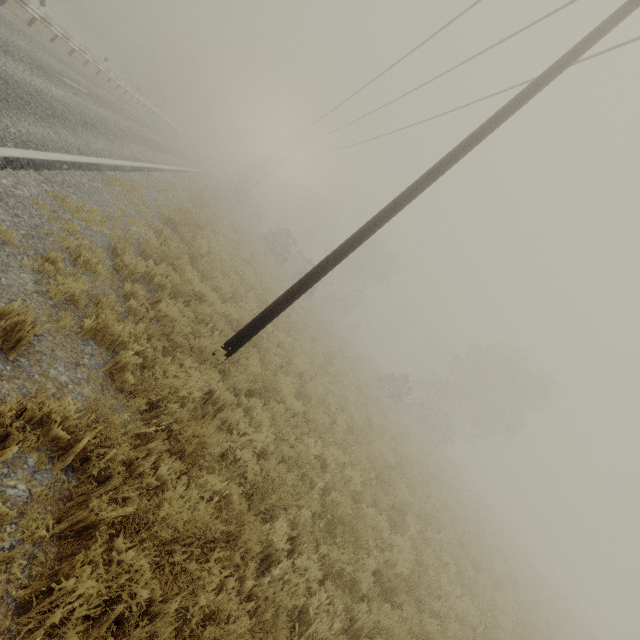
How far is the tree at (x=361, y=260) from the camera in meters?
46.7

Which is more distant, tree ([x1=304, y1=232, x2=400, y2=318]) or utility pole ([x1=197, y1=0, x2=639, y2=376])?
tree ([x1=304, y1=232, x2=400, y2=318])

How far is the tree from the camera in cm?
4672

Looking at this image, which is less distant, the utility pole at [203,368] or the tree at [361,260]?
the utility pole at [203,368]

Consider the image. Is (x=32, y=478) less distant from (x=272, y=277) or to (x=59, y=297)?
(x=59, y=297)
